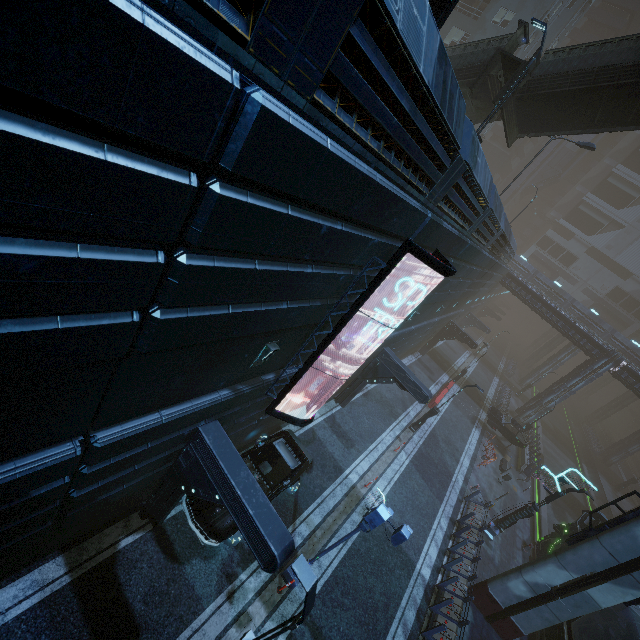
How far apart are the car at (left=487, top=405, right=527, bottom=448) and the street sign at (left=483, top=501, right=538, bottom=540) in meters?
→ 10.9

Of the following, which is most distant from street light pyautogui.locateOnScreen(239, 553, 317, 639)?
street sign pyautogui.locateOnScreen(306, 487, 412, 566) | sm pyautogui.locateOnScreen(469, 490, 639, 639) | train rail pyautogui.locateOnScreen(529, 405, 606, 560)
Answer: sm pyautogui.locateOnScreen(469, 490, 639, 639)

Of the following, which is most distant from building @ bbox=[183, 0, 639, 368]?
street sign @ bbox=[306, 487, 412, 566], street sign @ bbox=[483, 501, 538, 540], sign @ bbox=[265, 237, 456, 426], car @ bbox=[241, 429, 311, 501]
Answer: street sign @ bbox=[306, 487, 412, 566]

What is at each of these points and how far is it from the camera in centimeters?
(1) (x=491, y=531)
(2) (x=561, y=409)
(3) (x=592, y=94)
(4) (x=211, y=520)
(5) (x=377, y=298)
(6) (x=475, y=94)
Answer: (1) street sign, 1902cm
(2) train rail, 5925cm
(3) stairs, 1288cm
(4) car, 981cm
(5) building, 1012cm
(6) stairs, 1570cm

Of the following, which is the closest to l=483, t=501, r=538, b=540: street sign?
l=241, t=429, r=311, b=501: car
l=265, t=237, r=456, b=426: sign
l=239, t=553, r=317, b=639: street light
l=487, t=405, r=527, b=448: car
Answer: l=487, t=405, r=527, b=448: car

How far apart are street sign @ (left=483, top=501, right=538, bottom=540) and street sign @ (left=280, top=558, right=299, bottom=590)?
13.31m

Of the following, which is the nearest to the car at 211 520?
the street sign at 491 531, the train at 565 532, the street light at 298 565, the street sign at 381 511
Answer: the street sign at 381 511

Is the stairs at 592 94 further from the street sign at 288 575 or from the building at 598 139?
the street sign at 288 575
